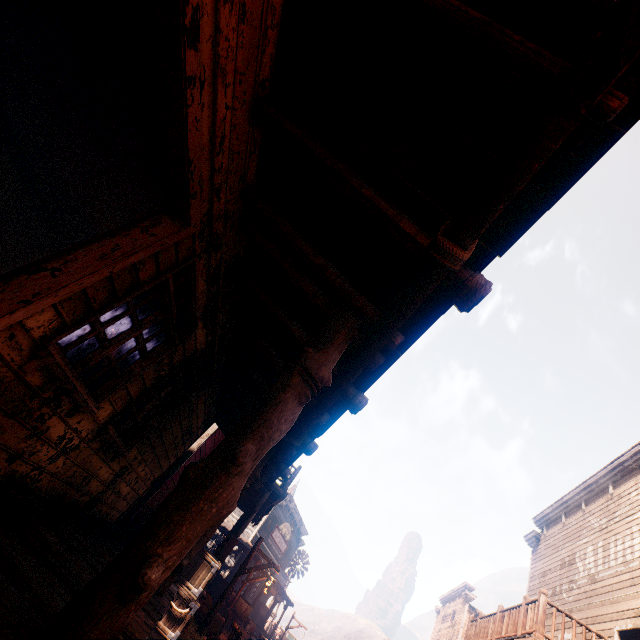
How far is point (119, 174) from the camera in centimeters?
619cm

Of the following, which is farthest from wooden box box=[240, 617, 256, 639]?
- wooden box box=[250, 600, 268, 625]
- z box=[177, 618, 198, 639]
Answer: wooden box box=[250, 600, 268, 625]

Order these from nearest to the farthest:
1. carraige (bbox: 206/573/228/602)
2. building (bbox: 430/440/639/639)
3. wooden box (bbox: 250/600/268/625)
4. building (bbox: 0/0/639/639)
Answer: building (bbox: 0/0/639/639) → building (bbox: 430/440/639/639) → carraige (bbox: 206/573/228/602) → wooden box (bbox: 250/600/268/625)

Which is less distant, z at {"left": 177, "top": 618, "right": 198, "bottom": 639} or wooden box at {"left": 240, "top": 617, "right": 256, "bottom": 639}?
z at {"left": 177, "top": 618, "right": 198, "bottom": 639}

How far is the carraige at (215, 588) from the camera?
18.3m

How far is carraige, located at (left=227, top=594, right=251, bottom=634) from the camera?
17.4 meters

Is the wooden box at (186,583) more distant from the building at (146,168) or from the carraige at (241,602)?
the carraige at (241,602)

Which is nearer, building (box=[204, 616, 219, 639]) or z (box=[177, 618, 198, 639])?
z (box=[177, 618, 198, 639])
